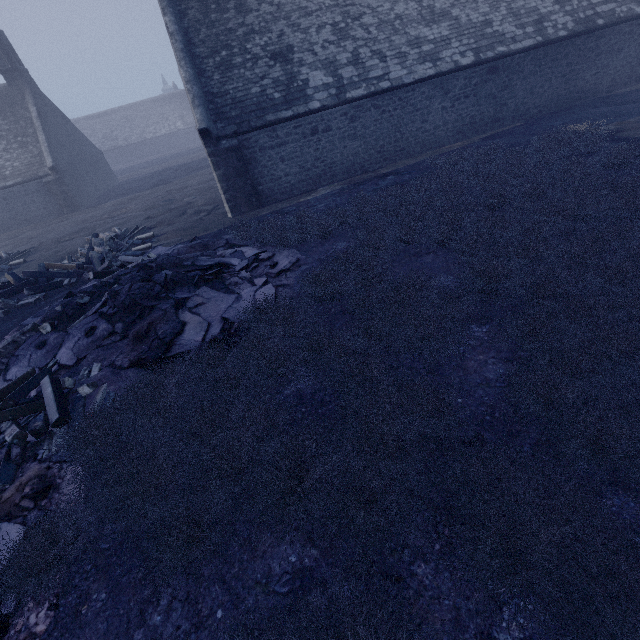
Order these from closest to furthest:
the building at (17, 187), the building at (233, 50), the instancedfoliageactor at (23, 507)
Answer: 1. the instancedfoliageactor at (23, 507)
2. the building at (233, 50)
3. the building at (17, 187)

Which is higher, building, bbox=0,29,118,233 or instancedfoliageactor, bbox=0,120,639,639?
building, bbox=0,29,118,233

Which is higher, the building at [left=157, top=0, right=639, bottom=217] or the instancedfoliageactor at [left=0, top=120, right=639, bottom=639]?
the building at [left=157, top=0, right=639, bottom=217]

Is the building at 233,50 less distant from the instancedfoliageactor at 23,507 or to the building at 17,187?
the instancedfoliageactor at 23,507

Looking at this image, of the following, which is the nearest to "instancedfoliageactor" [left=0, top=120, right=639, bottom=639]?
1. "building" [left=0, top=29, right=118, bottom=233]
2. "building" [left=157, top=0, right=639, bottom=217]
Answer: "building" [left=157, top=0, right=639, bottom=217]

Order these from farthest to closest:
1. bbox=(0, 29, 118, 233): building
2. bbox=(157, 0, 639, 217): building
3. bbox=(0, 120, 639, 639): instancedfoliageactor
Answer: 1. bbox=(0, 29, 118, 233): building
2. bbox=(157, 0, 639, 217): building
3. bbox=(0, 120, 639, 639): instancedfoliageactor

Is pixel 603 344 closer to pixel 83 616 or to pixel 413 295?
pixel 413 295
